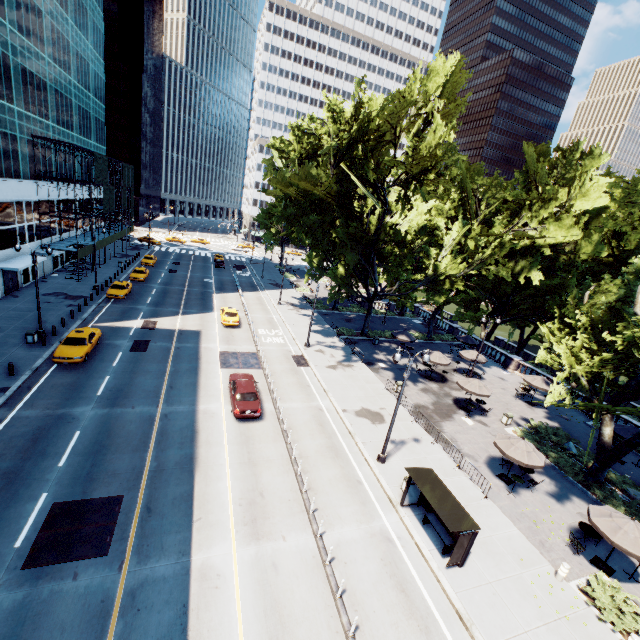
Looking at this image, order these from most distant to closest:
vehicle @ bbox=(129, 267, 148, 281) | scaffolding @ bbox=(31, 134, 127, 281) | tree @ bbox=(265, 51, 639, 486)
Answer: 1. vehicle @ bbox=(129, 267, 148, 281)
2. scaffolding @ bbox=(31, 134, 127, 281)
3. tree @ bbox=(265, 51, 639, 486)

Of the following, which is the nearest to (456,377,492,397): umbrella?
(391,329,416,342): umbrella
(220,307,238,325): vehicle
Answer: (391,329,416,342): umbrella

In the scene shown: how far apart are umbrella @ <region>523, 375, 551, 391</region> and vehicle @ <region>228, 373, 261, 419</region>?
24.8m

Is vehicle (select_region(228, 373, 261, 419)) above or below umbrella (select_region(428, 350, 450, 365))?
below

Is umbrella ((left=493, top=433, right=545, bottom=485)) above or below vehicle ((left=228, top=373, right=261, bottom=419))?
above

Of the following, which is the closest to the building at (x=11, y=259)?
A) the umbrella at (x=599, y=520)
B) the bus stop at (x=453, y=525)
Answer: the bus stop at (x=453, y=525)

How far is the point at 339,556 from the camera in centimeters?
1358cm

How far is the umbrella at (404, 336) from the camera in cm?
3506
